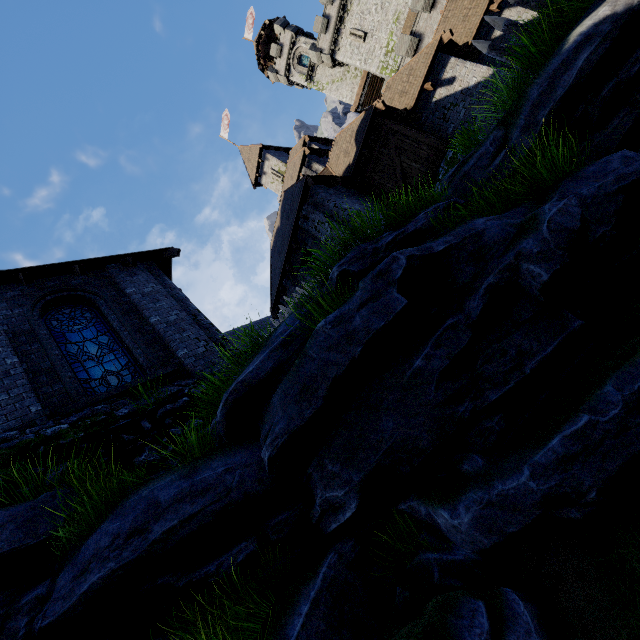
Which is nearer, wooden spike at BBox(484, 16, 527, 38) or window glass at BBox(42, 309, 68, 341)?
wooden spike at BBox(484, 16, 527, 38)

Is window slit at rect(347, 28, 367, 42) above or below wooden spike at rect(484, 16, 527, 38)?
above

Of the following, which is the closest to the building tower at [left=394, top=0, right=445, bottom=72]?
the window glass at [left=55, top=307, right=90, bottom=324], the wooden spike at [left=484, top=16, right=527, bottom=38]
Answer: the wooden spike at [left=484, top=16, right=527, bottom=38]

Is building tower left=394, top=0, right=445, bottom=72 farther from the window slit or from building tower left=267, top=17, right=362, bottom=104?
building tower left=267, top=17, right=362, bottom=104

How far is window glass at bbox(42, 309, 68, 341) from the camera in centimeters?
830cm

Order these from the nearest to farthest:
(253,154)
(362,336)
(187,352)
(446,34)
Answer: (362,336)
(187,352)
(446,34)
(253,154)

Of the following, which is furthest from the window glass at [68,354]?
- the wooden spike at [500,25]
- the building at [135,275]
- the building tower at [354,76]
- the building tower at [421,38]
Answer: the building tower at [354,76]

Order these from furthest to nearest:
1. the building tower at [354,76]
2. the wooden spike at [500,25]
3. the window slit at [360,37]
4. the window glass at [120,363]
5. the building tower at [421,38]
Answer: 1. the building tower at [354,76]
2. the window slit at [360,37]
3. the building tower at [421,38]
4. the window glass at [120,363]
5. the wooden spike at [500,25]
